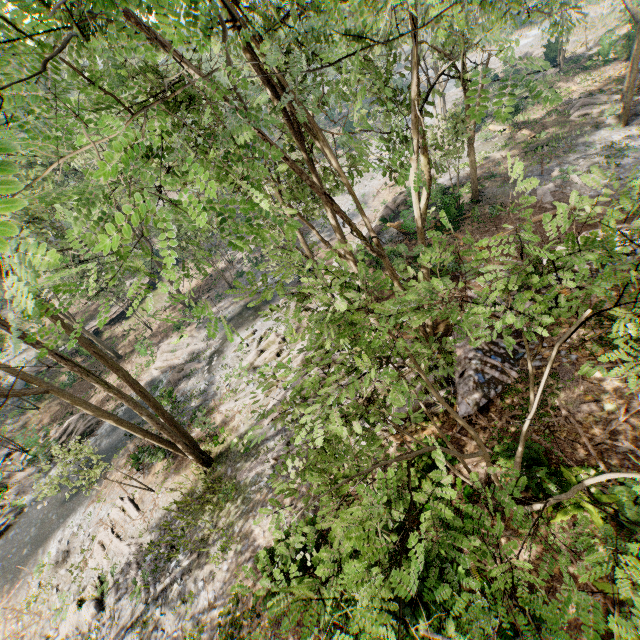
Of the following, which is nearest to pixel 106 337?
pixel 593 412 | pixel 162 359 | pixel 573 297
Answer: pixel 162 359

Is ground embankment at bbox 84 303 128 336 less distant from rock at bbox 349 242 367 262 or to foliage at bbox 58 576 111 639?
foliage at bbox 58 576 111 639

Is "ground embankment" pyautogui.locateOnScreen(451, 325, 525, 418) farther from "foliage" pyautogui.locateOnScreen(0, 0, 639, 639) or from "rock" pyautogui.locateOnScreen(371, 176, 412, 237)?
"rock" pyautogui.locateOnScreen(371, 176, 412, 237)

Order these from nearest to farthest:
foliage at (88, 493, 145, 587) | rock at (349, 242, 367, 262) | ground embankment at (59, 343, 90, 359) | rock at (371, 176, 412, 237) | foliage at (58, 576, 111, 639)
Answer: foliage at (58, 576, 111, 639), foliage at (88, 493, 145, 587), rock at (349, 242, 367, 262), rock at (371, 176, 412, 237), ground embankment at (59, 343, 90, 359)

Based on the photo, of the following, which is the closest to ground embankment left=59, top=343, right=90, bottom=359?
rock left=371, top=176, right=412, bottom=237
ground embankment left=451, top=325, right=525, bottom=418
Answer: rock left=371, top=176, right=412, bottom=237

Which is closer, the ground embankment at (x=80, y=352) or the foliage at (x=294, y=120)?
the foliage at (x=294, y=120)

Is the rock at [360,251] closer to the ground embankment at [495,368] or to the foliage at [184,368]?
the foliage at [184,368]

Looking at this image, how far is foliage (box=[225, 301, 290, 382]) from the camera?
4.1m
